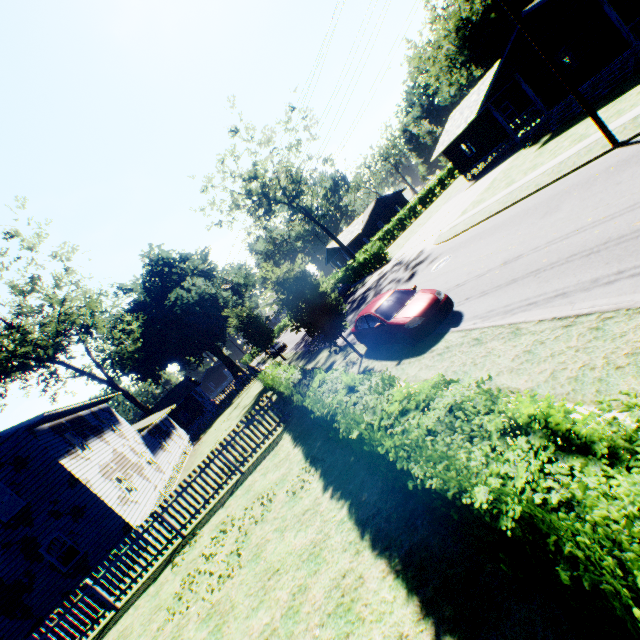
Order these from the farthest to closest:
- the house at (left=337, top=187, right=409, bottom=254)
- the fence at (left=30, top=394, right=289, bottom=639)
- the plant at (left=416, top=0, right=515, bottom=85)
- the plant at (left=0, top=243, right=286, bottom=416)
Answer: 1. the house at (left=337, top=187, right=409, bottom=254)
2. the plant at (left=416, top=0, right=515, bottom=85)
3. the plant at (left=0, top=243, right=286, bottom=416)
4. the fence at (left=30, top=394, right=289, bottom=639)

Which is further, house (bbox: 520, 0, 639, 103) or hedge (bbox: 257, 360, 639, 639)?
house (bbox: 520, 0, 639, 103)

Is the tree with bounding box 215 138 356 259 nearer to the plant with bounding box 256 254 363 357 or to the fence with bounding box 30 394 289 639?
the plant with bounding box 256 254 363 357

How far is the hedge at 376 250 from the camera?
33.9m

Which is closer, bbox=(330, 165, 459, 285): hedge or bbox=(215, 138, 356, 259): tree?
bbox=(330, 165, 459, 285): hedge

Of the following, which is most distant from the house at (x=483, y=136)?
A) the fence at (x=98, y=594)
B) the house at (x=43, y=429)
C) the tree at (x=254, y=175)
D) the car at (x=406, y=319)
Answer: the house at (x=43, y=429)

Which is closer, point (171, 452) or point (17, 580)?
point (17, 580)

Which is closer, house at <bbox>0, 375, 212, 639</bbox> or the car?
the car
